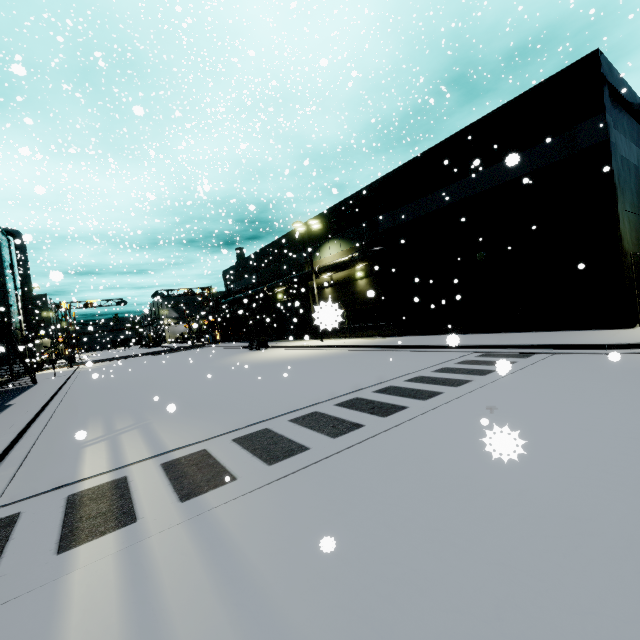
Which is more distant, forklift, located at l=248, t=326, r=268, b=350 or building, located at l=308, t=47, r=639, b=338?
forklift, located at l=248, t=326, r=268, b=350

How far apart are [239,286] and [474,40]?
34.96m

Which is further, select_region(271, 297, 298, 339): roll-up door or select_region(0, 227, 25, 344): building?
select_region(271, 297, 298, 339): roll-up door

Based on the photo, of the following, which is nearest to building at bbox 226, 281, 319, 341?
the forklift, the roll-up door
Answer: the roll-up door

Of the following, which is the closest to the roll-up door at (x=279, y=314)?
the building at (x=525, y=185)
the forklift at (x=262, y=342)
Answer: the building at (x=525, y=185)

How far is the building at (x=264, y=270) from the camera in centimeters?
3055cm

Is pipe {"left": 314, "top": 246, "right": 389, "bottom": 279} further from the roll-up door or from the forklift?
the forklift

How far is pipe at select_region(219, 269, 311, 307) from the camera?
28.4m
